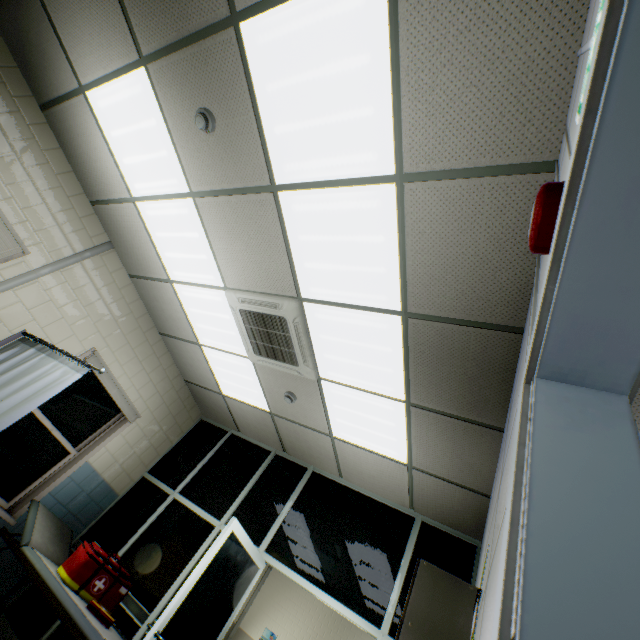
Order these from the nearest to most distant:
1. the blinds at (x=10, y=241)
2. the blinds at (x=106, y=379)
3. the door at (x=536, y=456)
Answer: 1. the door at (x=536, y=456)
2. the blinds at (x=10, y=241)
3. the blinds at (x=106, y=379)

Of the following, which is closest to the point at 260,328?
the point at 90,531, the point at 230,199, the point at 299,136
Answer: the point at 230,199

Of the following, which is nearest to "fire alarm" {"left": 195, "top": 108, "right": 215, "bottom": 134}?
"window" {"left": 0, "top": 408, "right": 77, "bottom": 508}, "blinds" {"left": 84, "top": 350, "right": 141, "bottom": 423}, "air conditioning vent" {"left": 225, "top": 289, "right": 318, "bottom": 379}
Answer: "air conditioning vent" {"left": 225, "top": 289, "right": 318, "bottom": 379}

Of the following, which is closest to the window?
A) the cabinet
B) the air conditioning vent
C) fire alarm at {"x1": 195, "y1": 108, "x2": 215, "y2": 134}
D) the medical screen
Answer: the medical screen

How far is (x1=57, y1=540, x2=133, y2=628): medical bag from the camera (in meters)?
3.09

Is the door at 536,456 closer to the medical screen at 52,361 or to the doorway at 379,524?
the doorway at 379,524

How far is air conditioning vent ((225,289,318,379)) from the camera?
3.1 meters

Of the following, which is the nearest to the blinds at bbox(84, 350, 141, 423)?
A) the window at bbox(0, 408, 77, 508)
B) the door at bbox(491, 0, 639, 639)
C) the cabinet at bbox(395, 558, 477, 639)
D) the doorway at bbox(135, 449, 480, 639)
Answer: the window at bbox(0, 408, 77, 508)
